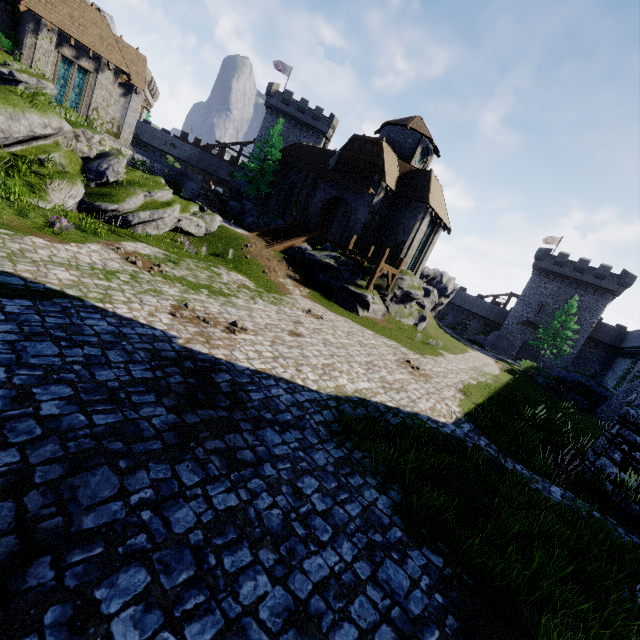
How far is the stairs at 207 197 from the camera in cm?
2928

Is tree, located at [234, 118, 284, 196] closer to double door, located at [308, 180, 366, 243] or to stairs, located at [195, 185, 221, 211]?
stairs, located at [195, 185, 221, 211]

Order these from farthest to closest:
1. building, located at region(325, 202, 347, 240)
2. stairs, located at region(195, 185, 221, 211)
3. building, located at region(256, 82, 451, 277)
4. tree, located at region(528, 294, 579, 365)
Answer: tree, located at region(528, 294, 579, 365), building, located at region(325, 202, 347, 240), stairs, located at region(195, 185, 221, 211), building, located at region(256, 82, 451, 277)

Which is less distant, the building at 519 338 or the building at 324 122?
the building at 324 122

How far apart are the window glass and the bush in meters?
50.7 m

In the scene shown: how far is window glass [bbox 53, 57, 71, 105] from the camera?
25.02m

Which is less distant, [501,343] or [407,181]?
[407,181]

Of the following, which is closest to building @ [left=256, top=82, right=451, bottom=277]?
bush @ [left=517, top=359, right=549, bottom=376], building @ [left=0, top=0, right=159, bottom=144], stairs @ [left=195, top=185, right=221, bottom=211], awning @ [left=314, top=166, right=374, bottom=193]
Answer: awning @ [left=314, top=166, right=374, bottom=193]
